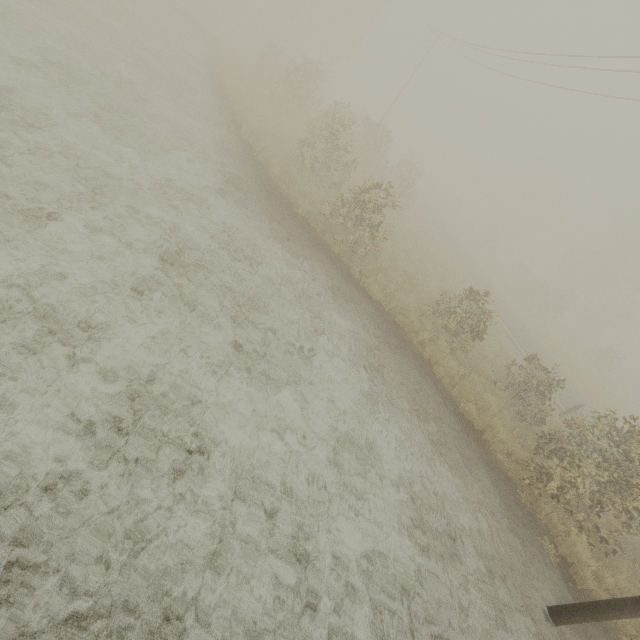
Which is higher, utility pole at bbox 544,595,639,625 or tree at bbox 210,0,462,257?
tree at bbox 210,0,462,257

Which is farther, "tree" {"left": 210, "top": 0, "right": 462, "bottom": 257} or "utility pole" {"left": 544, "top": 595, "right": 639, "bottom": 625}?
"tree" {"left": 210, "top": 0, "right": 462, "bottom": 257}

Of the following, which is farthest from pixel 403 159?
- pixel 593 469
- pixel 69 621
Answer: pixel 69 621

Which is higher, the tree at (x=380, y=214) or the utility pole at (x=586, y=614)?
the tree at (x=380, y=214)

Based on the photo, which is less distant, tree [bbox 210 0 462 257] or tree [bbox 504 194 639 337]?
tree [bbox 210 0 462 257]

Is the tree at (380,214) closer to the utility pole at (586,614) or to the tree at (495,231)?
the tree at (495,231)

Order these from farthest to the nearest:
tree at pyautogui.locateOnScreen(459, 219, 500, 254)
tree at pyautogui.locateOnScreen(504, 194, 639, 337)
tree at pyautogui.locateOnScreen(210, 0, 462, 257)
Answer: tree at pyautogui.locateOnScreen(459, 219, 500, 254) → tree at pyautogui.locateOnScreen(504, 194, 639, 337) → tree at pyautogui.locateOnScreen(210, 0, 462, 257)
